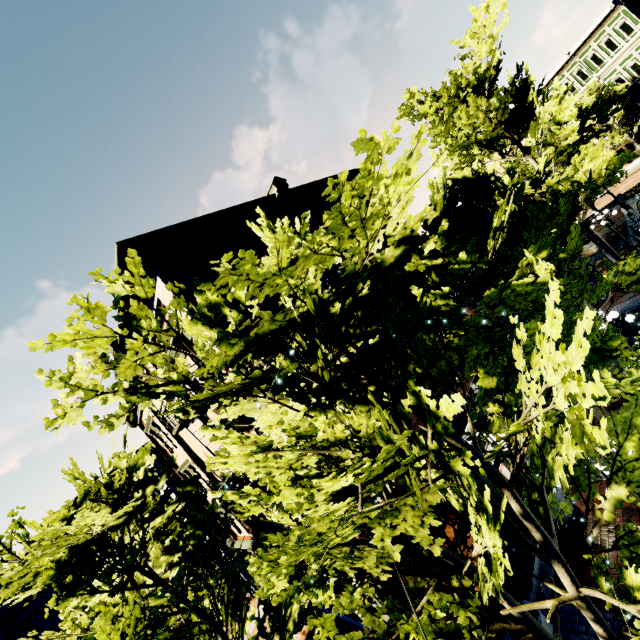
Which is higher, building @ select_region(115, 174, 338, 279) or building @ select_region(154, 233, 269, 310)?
building @ select_region(115, 174, 338, 279)

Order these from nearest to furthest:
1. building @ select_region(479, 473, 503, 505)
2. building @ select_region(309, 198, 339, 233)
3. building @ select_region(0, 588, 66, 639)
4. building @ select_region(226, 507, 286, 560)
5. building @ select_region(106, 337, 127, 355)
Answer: building @ select_region(479, 473, 503, 505) < building @ select_region(106, 337, 127, 355) < building @ select_region(309, 198, 339, 233) < building @ select_region(226, 507, 286, 560) < building @ select_region(0, 588, 66, 639)

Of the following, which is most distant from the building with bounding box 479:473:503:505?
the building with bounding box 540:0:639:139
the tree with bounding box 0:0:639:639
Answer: the building with bounding box 540:0:639:139

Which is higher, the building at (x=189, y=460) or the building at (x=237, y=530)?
the building at (x=189, y=460)

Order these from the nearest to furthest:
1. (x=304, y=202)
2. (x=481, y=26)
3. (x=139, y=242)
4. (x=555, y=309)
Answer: (x=555, y=309) < (x=139, y=242) < (x=304, y=202) < (x=481, y=26)

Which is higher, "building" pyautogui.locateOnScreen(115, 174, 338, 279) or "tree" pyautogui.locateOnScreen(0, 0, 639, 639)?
"building" pyautogui.locateOnScreen(115, 174, 338, 279)

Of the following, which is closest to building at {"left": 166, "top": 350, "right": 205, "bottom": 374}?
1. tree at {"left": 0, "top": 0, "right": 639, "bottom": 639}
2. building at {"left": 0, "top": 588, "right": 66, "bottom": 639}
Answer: tree at {"left": 0, "top": 0, "right": 639, "bottom": 639}
